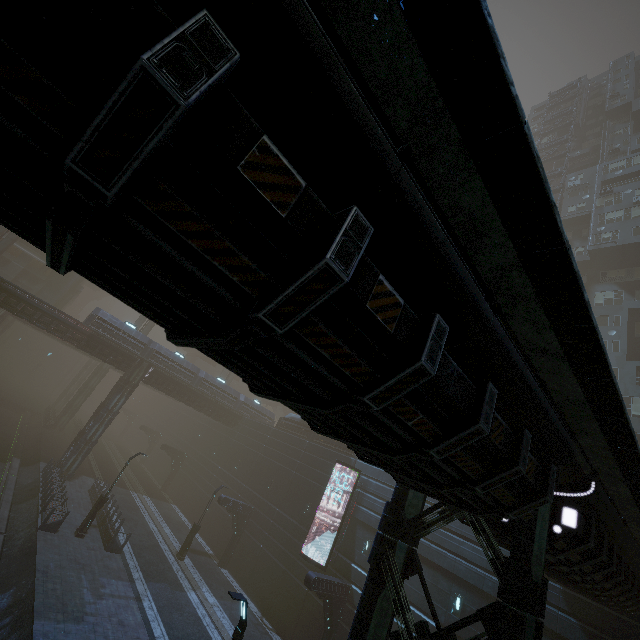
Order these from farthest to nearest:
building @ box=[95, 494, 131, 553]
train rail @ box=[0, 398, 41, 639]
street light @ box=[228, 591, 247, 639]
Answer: building @ box=[95, 494, 131, 553], train rail @ box=[0, 398, 41, 639], street light @ box=[228, 591, 247, 639]

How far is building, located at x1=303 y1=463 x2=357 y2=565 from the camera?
22.62m

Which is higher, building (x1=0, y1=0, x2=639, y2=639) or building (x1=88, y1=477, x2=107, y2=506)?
building (x1=0, y1=0, x2=639, y2=639)

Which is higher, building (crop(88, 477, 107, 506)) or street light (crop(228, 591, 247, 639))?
street light (crop(228, 591, 247, 639))

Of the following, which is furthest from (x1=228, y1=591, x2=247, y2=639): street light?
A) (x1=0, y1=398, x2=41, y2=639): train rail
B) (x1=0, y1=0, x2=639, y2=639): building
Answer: (x1=0, y1=0, x2=639, y2=639): building

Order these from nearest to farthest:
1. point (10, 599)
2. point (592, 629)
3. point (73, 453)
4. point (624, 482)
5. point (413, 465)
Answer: point (413, 465)
point (624, 482)
point (592, 629)
point (10, 599)
point (73, 453)

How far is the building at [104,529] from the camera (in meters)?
20.88
